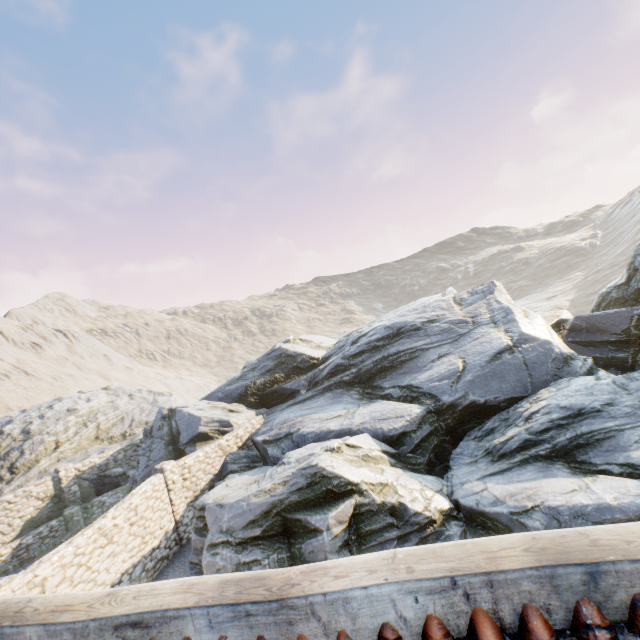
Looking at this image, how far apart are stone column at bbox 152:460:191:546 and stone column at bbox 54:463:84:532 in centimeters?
728cm

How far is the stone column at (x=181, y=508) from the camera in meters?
12.8

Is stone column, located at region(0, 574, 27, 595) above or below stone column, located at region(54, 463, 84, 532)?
above

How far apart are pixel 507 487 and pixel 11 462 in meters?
27.4

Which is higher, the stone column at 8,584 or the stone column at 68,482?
the stone column at 8,584

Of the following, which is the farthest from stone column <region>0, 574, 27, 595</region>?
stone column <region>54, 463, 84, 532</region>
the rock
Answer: stone column <region>54, 463, 84, 532</region>

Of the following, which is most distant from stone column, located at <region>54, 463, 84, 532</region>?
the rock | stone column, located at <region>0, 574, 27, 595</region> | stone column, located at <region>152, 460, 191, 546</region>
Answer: stone column, located at <region>0, 574, 27, 595</region>
